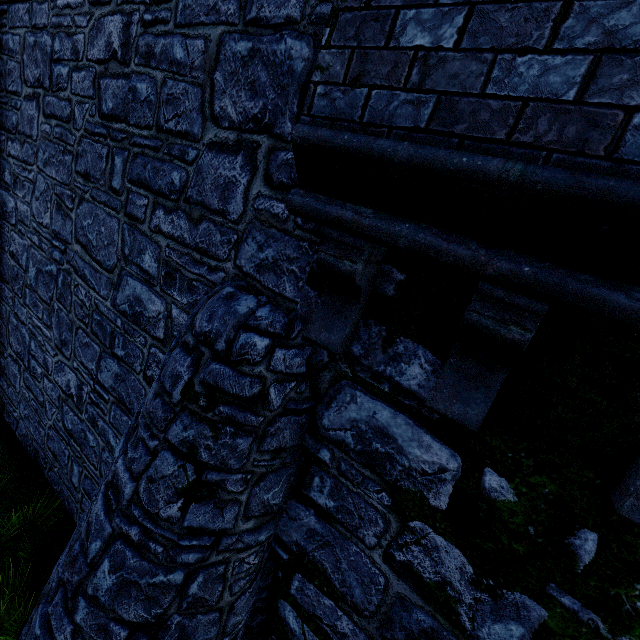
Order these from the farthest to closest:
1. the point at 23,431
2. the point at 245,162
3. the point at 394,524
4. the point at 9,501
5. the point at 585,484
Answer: the point at 23,431
the point at 9,501
the point at 245,162
the point at 394,524
the point at 585,484
